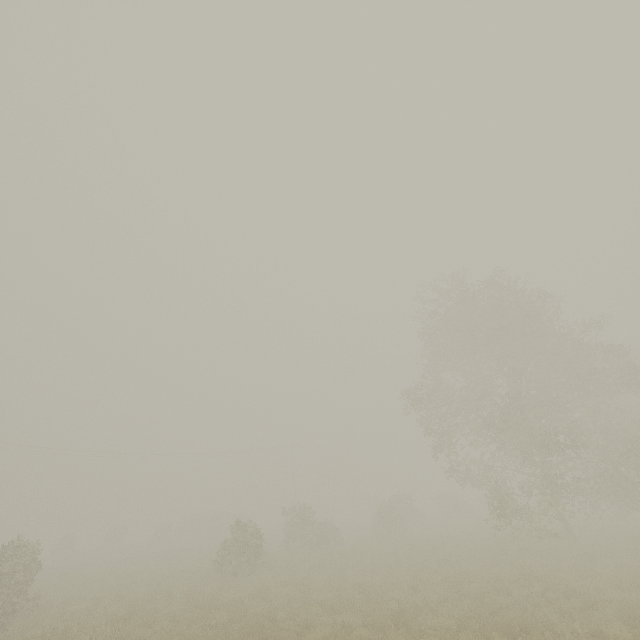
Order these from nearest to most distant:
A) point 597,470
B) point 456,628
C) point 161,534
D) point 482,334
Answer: point 456,628 → point 482,334 → point 597,470 → point 161,534
